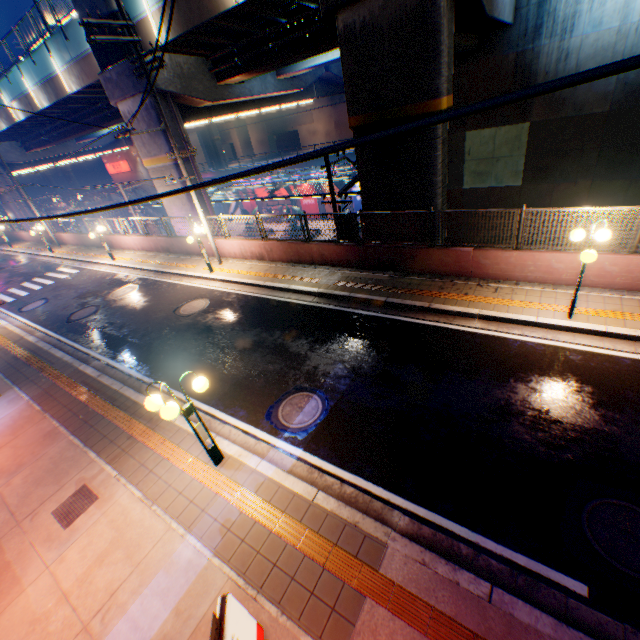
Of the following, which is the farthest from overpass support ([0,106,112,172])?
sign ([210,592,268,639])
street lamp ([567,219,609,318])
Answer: sign ([210,592,268,639])

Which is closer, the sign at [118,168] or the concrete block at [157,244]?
the concrete block at [157,244]

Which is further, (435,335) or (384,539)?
(435,335)

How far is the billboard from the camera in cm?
3947

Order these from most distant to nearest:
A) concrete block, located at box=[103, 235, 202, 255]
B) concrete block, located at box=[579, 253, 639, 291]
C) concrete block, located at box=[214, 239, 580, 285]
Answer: concrete block, located at box=[103, 235, 202, 255]
concrete block, located at box=[214, 239, 580, 285]
concrete block, located at box=[579, 253, 639, 291]

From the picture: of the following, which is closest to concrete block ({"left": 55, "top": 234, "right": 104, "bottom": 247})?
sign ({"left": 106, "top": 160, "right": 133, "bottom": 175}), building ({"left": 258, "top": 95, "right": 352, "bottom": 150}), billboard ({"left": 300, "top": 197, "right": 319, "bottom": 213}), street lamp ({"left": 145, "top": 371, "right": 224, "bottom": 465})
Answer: street lamp ({"left": 145, "top": 371, "right": 224, "bottom": 465})

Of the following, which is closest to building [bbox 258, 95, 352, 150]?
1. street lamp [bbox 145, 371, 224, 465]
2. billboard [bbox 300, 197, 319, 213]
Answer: billboard [bbox 300, 197, 319, 213]

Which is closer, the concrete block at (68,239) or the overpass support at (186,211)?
the overpass support at (186,211)
